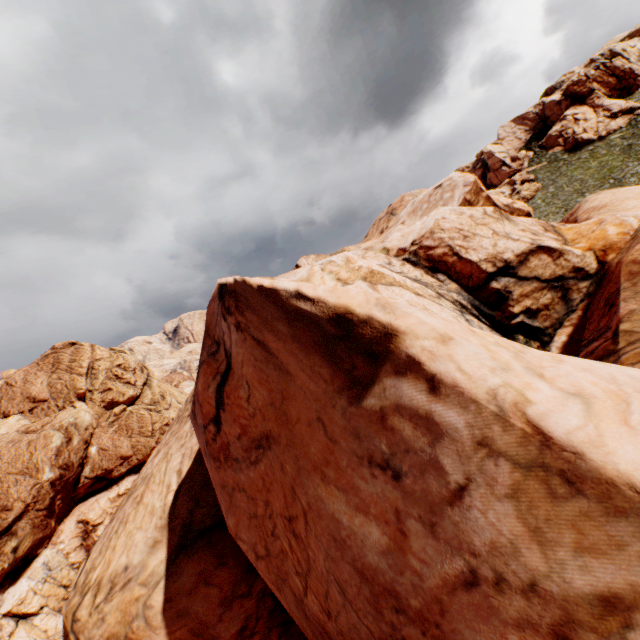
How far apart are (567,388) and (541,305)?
13.8 meters

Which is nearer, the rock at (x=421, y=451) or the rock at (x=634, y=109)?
the rock at (x=421, y=451)

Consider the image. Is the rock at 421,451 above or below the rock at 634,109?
below

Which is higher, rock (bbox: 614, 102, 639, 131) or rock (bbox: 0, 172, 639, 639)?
rock (bbox: 614, 102, 639, 131)

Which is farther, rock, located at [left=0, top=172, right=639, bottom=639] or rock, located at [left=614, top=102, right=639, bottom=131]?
rock, located at [left=614, top=102, right=639, bottom=131]
